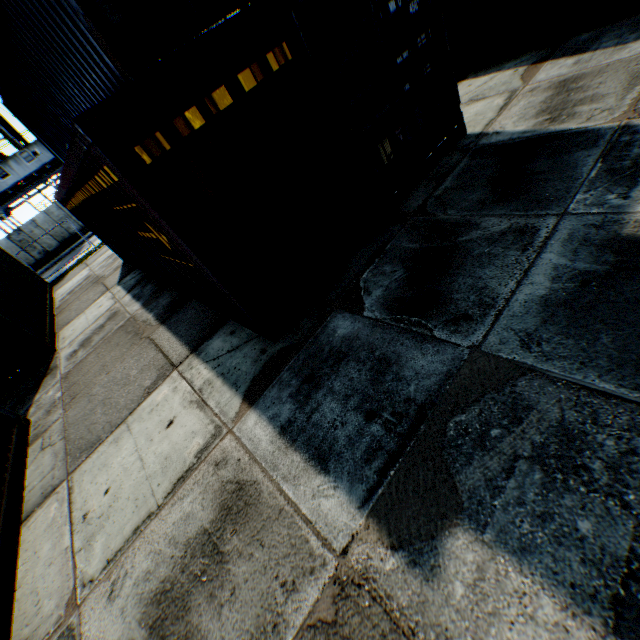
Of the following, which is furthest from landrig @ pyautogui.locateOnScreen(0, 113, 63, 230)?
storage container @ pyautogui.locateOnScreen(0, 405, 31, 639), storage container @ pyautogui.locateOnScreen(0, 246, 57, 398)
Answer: storage container @ pyautogui.locateOnScreen(0, 405, 31, 639)

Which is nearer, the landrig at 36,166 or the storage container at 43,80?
the storage container at 43,80

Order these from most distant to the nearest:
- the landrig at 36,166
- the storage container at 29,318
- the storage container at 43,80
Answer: the landrig at 36,166 → the storage container at 29,318 → the storage container at 43,80

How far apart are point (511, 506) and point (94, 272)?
17.82m

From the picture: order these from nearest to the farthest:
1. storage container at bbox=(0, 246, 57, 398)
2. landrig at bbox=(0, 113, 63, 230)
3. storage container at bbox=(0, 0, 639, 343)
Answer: storage container at bbox=(0, 0, 639, 343) < storage container at bbox=(0, 246, 57, 398) < landrig at bbox=(0, 113, 63, 230)

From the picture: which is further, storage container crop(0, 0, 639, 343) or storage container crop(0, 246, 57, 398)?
storage container crop(0, 246, 57, 398)

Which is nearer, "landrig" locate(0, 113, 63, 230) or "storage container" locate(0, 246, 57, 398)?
"storage container" locate(0, 246, 57, 398)

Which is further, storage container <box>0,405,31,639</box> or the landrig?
the landrig
